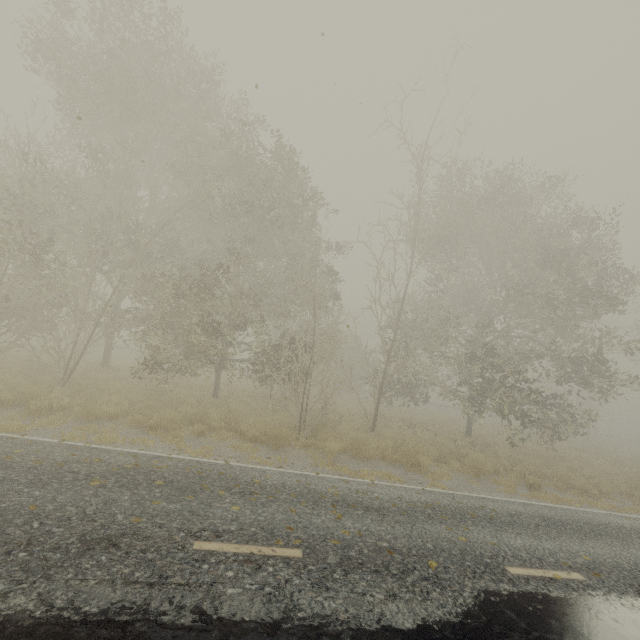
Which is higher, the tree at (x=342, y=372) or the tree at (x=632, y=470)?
the tree at (x=342, y=372)

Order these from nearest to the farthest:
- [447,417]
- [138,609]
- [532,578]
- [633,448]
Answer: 1. [138,609]
2. [532,578]
3. [447,417]
4. [633,448]

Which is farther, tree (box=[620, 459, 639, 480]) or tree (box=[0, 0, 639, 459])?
tree (box=[620, 459, 639, 480])

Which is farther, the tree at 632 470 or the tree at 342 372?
the tree at 632 470

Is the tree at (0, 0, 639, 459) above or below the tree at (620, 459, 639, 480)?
above
